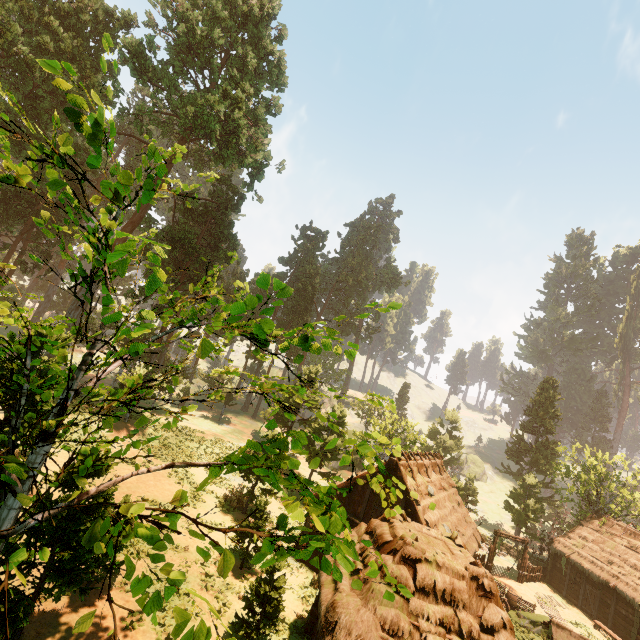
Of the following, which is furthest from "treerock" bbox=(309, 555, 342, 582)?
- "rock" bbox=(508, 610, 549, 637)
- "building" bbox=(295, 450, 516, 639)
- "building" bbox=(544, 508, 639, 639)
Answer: "rock" bbox=(508, 610, 549, 637)

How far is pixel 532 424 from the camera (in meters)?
50.81

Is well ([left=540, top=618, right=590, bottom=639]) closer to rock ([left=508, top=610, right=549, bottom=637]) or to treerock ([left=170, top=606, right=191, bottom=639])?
treerock ([left=170, top=606, right=191, bottom=639])

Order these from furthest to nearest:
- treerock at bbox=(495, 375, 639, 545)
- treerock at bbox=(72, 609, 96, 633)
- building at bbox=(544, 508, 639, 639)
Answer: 1. treerock at bbox=(495, 375, 639, 545)
2. building at bbox=(544, 508, 639, 639)
3. treerock at bbox=(72, 609, 96, 633)

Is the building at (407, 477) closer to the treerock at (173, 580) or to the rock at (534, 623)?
the treerock at (173, 580)

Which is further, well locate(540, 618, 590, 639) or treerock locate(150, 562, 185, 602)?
well locate(540, 618, 590, 639)

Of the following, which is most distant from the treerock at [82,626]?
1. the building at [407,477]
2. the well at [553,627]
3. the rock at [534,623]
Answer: the rock at [534,623]

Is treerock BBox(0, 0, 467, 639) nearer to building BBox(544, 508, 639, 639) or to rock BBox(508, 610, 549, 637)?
building BBox(544, 508, 639, 639)
